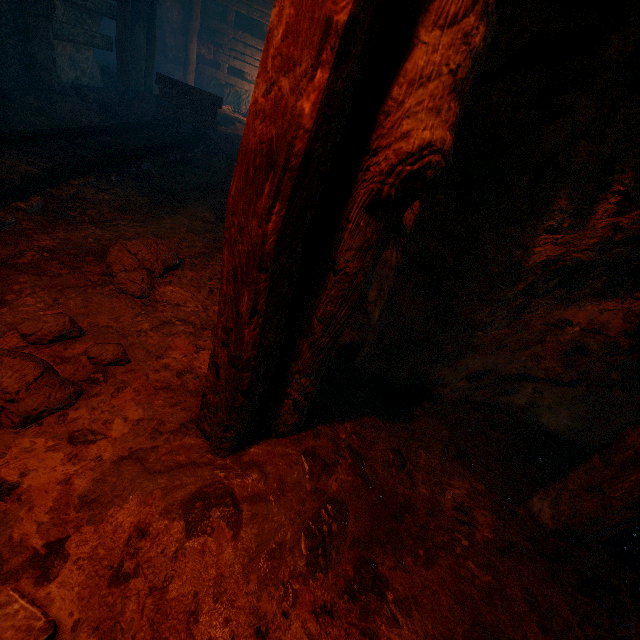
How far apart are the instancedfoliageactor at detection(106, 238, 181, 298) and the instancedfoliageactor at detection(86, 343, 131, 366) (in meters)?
0.35

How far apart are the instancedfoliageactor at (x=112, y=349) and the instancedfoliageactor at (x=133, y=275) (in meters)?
0.35

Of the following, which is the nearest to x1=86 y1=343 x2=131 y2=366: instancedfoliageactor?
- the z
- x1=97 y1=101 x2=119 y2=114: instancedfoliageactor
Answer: the z

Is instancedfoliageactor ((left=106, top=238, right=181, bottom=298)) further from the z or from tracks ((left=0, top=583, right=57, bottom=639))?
tracks ((left=0, top=583, right=57, bottom=639))

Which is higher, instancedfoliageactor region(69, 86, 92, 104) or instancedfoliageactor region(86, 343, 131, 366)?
instancedfoliageactor region(69, 86, 92, 104)

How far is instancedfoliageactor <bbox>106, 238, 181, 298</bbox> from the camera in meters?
2.1

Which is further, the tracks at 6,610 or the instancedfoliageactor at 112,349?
the instancedfoliageactor at 112,349

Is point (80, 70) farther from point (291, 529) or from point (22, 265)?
point (291, 529)
